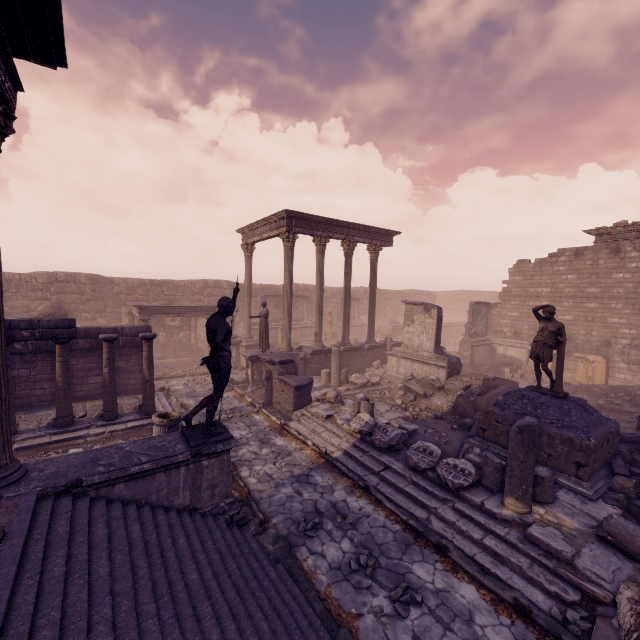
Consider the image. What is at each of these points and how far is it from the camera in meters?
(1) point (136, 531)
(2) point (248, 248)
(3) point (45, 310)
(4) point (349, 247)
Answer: (1) building, 4.3 m
(2) column, 18.7 m
(3) wall arch, 16.0 m
(4) column, 16.8 m

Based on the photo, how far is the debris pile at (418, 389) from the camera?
9.1 meters

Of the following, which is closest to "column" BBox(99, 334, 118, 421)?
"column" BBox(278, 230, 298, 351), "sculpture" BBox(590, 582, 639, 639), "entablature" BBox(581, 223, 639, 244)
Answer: "column" BBox(278, 230, 298, 351)

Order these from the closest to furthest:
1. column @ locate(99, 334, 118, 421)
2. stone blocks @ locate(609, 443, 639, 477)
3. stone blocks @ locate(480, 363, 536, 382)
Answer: stone blocks @ locate(609, 443, 639, 477) < column @ locate(99, 334, 118, 421) < stone blocks @ locate(480, 363, 536, 382)

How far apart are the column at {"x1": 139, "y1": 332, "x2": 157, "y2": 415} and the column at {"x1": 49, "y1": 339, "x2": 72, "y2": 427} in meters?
1.7

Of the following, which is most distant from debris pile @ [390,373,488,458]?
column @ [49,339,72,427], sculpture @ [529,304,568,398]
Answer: column @ [49,339,72,427]

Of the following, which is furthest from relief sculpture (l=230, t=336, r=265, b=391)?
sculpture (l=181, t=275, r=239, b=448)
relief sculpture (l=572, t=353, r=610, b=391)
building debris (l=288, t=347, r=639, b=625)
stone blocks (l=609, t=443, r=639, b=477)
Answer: relief sculpture (l=572, t=353, r=610, b=391)

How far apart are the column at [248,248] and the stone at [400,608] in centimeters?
1544cm
